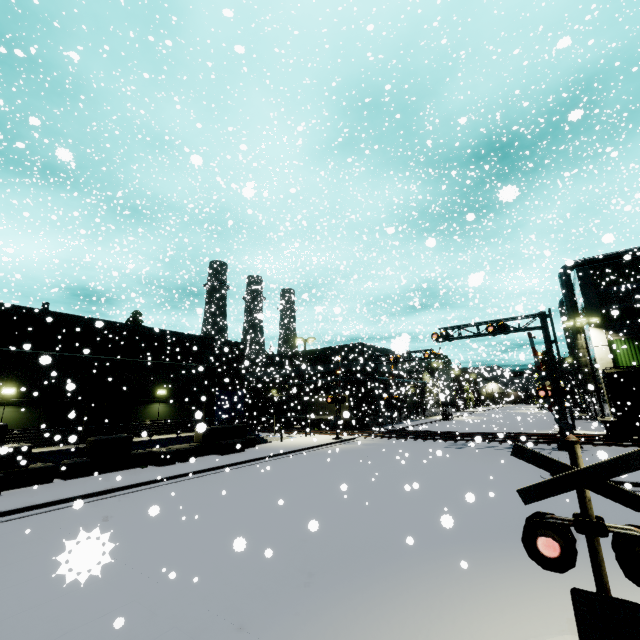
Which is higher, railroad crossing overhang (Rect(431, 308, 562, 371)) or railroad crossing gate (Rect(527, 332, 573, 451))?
railroad crossing overhang (Rect(431, 308, 562, 371))

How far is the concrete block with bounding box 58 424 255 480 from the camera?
16.16m

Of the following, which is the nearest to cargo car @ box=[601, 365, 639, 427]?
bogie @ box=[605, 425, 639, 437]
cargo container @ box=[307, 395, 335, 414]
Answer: bogie @ box=[605, 425, 639, 437]

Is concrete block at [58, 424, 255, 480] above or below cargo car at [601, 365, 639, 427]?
below

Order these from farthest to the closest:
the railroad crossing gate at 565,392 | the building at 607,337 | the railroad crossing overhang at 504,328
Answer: the building at 607,337 → the railroad crossing overhang at 504,328 → the railroad crossing gate at 565,392

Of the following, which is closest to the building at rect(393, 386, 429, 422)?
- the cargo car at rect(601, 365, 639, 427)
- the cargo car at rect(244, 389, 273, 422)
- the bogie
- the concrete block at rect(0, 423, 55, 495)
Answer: the concrete block at rect(0, 423, 55, 495)

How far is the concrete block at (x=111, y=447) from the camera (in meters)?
16.16

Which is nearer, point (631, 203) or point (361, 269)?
point (631, 203)
